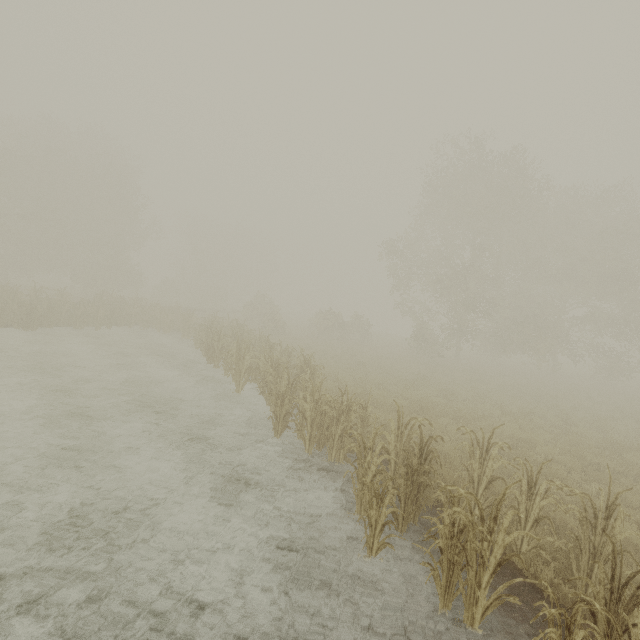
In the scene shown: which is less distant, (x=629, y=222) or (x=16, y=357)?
(x=16, y=357)
